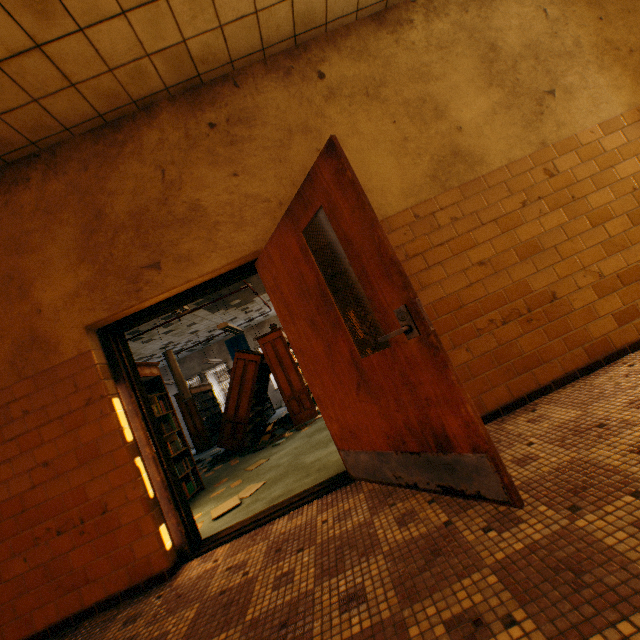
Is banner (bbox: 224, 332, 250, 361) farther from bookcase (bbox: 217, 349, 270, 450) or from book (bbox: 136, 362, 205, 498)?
book (bbox: 136, 362, 205, 498)

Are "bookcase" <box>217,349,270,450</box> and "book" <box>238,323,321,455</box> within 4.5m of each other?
yes

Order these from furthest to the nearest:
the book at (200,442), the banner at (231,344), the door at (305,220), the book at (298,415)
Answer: the banner at (231,344), the book at (200,442), the book at (298,415), the door at (305,220)

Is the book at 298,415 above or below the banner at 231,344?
below

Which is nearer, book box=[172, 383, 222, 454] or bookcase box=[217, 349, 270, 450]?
bookcase box=[217, 349, 270, 450]

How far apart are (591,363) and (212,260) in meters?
3.4 m

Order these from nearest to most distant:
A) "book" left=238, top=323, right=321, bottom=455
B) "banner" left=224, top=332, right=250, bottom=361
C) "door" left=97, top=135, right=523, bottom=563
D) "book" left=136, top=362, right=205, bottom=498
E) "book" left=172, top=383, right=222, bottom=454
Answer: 1. "door" left=97, top=135, right=523, bottom=563
2. "book" left=136, top=362, right=205, bottom=498
3. "book" left=238, top=323, right=321, bottom=455
4. "book" left=172, top=383, right=222, bottom=454
5. "banner" left=224, top=332, right=250, bottom=361

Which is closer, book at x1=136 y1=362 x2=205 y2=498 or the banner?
book at x1=136 y1=362 x2=205 y2=498
